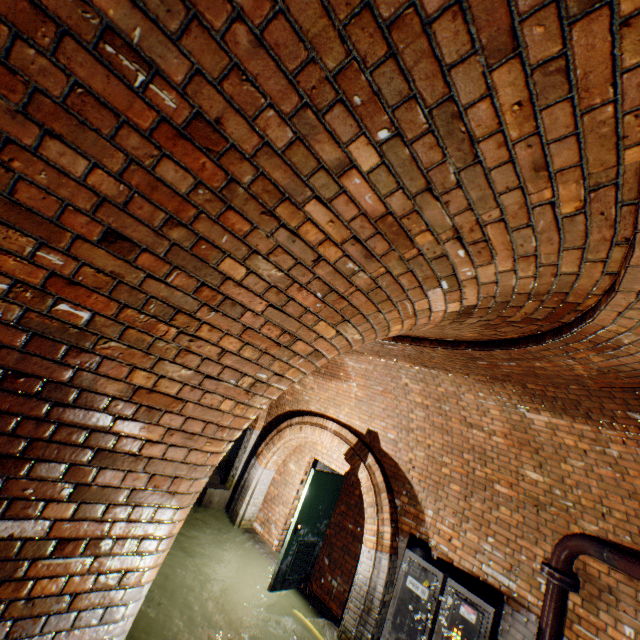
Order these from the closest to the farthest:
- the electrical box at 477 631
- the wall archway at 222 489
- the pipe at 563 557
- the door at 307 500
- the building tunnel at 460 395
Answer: the building tunnel at 460 395 → the pipe at 563 557 → the electrical box at 477 631 → the door at 307 500 → the wall archway at 222 489

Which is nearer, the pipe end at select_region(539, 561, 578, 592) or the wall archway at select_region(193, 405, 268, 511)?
the pipe end at select_region(539, 561, 578, 592)

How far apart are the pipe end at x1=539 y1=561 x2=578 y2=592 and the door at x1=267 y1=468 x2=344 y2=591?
3.5 meters

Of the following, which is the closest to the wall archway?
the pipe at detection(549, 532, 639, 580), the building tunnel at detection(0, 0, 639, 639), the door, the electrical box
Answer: the building tunnel at detection(0, 0, 639, 639)

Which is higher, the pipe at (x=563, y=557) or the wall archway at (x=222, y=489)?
the pipe at (x=563, y=557)

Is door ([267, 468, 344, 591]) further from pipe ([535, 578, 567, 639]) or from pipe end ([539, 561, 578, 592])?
pipe end ([539, 561, 578, 592])

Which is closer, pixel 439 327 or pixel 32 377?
pixel 32 377

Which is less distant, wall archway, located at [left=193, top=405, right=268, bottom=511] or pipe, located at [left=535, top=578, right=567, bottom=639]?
pipe, located at [left=535, top=578, right=567, bottom=639]
